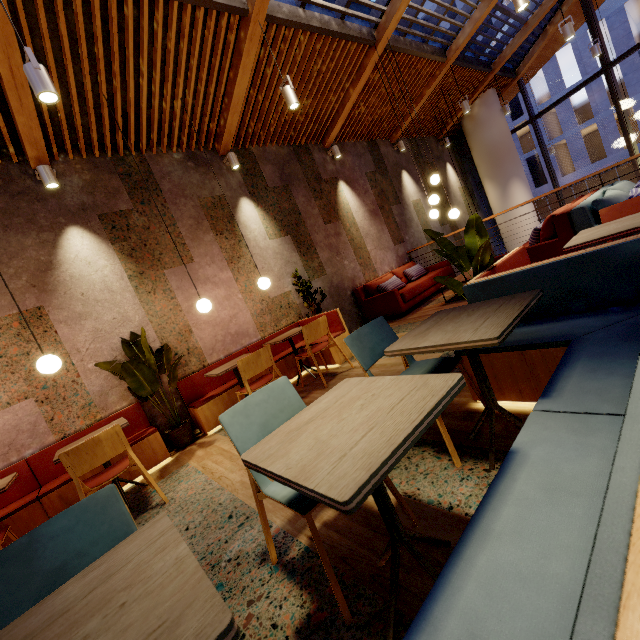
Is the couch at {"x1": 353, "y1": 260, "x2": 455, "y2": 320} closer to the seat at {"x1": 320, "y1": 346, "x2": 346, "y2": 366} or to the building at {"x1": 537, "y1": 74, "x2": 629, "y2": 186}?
the seat at {"x1": 320, "y1": 346, "x2": 346, "y2": 366}

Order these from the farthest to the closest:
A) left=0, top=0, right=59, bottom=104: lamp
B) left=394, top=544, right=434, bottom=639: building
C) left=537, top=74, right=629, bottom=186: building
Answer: left=537, top=74, right=629, bottom=186: building, left=0, top=0, right=59, bottom=104: lamp, left=394, top=544, right=434, bottom=639: building

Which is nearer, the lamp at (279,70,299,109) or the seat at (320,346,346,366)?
the lamp at (279,70,299,109)

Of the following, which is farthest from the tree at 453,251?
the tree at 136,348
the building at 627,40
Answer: the building at 627,40

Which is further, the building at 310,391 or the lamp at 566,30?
the lamp at 566,30

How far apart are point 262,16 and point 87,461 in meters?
5.5 m

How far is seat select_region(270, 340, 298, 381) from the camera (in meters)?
5.17

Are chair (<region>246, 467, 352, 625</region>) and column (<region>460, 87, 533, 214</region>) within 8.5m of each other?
no
